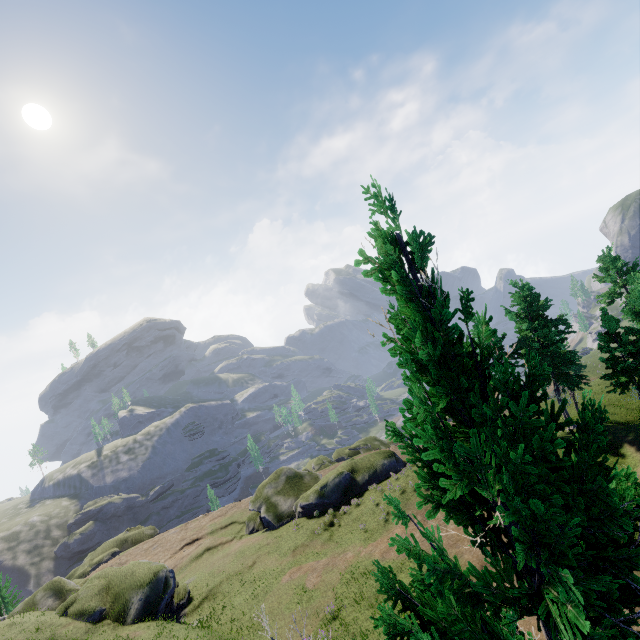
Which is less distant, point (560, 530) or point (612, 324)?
point (560, 530)
